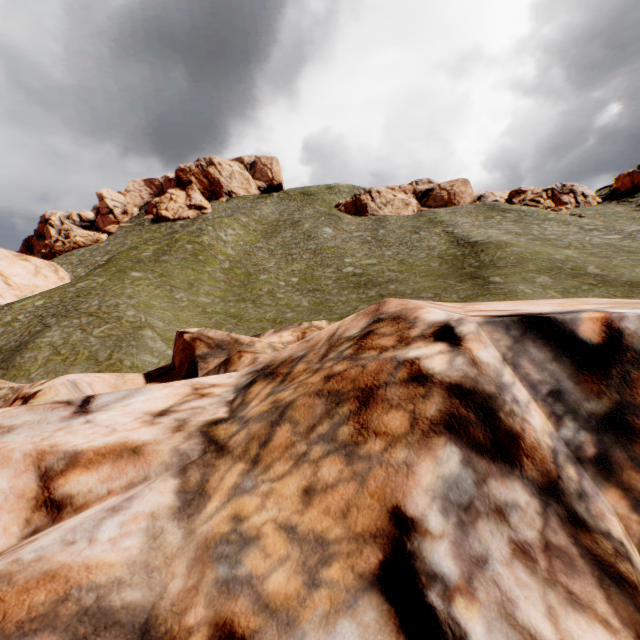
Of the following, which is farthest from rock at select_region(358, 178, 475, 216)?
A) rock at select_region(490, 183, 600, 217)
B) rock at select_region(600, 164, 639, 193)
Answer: rock at select_region(600, 164, 639, 193)

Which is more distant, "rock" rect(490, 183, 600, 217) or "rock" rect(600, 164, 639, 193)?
"rock" rect(600, 164, 639, 193)

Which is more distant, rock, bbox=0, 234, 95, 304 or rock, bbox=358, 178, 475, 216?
rock, bbox=358, 178, 475, 216

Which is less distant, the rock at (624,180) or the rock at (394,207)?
the rock at (624,180)

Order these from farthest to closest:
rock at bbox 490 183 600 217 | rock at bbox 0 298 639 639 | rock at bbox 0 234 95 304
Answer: rock at bbox 490 183 600 217
rock at bbox 0 234 95 304
rock at bbox 0 298 639 639

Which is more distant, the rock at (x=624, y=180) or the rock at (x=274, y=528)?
the rock at (x=624, y=180)

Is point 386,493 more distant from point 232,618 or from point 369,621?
point 232,618

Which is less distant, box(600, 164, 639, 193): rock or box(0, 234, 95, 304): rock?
box(0, 234, 95, 304): rock
